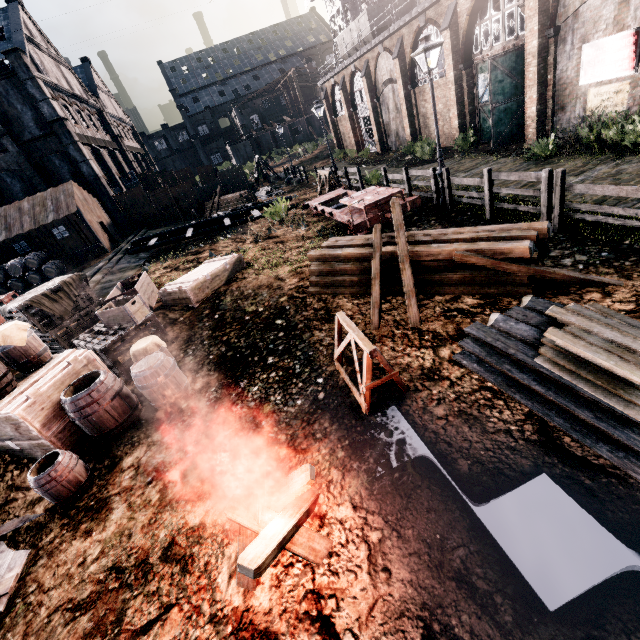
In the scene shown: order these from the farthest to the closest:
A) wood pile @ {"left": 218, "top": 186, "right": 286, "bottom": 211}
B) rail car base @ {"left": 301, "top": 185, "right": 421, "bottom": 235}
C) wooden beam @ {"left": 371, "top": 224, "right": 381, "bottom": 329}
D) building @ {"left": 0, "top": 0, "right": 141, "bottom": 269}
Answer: wood pile @ {"left": 218, "top": 186, "right": 286, "bottom": 211} < building @ {"left": 0, "top": 0, "right": 141, "bottom": 269} < rail car base @ {"left": 301, "top": 185, "right": 421, "bottom": 235} < wooden beam @ {"left": 371, "top": 224, "right": 381, "bottom": 329}

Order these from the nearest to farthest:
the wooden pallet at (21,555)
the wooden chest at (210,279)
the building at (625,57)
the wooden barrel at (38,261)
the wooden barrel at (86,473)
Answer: the wooden pallet at (21,555), the wooden barrel at (86,473), the wooden chest at (210,279), the building at (625,57), the wooden barrel at (38,261)

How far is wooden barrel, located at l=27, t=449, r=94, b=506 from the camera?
5.8m

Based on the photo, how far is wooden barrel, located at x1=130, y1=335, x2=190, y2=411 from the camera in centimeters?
713cm

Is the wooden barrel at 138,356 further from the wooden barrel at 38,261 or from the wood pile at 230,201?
the wood pile at 230,201

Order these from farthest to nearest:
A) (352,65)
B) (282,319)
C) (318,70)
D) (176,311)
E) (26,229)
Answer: (318,70) < (352,65) < (26,229) < (176,311) < (282,319)

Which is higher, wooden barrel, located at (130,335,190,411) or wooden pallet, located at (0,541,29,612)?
wooden barrel, located at (130,335,190,411)

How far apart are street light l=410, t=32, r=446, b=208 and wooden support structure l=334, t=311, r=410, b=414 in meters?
9.1
